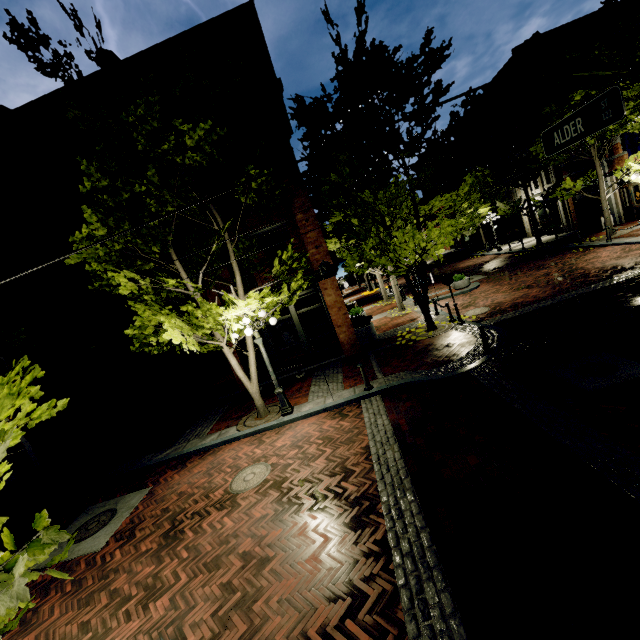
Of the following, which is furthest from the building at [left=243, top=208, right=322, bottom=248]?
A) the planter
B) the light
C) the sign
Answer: the sign

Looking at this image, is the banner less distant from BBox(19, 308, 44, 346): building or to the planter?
BBox(19, 308, 44, 346): building

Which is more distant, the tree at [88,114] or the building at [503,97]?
the building at [503,97]

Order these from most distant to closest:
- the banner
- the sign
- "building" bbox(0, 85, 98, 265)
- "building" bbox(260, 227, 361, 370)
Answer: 1. the banner
2. "building" bbox(260, 227, 361, 370)
3. "building" bbox(0, 85, 98, 265)
4. the sign

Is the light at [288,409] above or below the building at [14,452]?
below

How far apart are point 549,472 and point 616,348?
4.6m

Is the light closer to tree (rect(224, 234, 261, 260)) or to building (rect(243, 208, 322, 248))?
tree (rect(224, 234, 261, 260))

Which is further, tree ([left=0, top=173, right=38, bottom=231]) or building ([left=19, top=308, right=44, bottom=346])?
building ([left=19, top=308, right=44, bottom=346])
